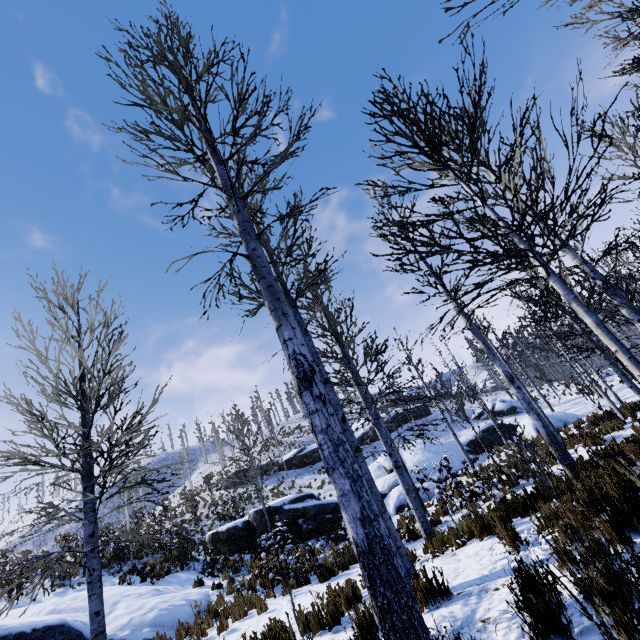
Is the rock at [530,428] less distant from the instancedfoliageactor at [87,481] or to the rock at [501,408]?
the instancedfoliageactor at [87,481]

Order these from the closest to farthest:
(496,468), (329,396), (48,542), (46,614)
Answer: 1. (329,396)
2. (496,468)
3. (46,614)
4. (48,542)

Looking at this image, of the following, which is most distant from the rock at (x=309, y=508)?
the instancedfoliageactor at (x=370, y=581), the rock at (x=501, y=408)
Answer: the rock at (x=501, y=408)

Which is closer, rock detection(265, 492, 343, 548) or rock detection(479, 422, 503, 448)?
rock detection(265, 492, 343, 548)

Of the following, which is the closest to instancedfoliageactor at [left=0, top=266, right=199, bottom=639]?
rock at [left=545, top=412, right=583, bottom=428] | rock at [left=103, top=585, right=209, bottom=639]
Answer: rock at [left=545, top=412, right=583, bottom=428]

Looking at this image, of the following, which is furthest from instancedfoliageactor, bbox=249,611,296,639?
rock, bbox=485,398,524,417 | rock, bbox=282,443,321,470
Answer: rock, bbox=282,443,321,470

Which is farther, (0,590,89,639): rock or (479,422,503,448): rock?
(479,422,503,448): rock
